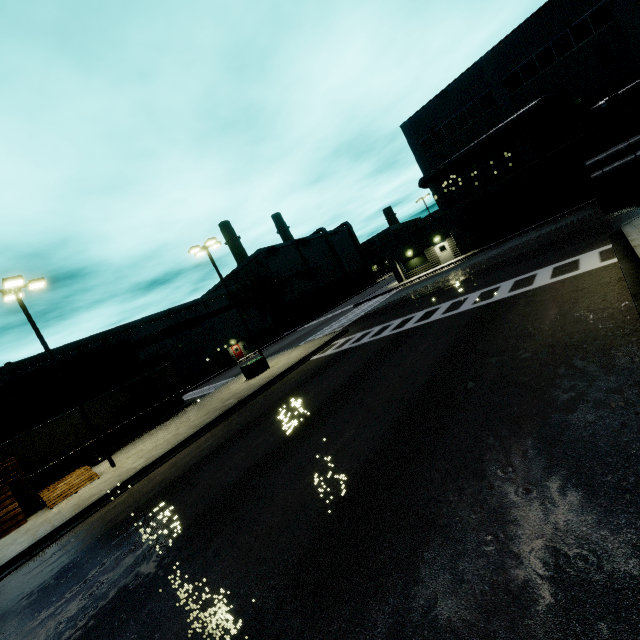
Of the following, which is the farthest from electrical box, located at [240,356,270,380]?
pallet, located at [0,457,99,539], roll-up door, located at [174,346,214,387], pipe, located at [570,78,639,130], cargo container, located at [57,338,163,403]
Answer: pipe, located at [570,78,639,130]

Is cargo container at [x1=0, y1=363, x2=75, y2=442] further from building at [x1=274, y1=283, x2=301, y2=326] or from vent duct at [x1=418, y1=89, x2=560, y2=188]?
vent duct at [x1=418, y1=89, x2=560, y2=188]

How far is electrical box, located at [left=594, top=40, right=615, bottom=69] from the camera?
23.06m

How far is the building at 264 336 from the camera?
52.1 meters

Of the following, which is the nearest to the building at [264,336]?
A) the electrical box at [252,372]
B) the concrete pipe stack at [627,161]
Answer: the concrete pipe stack at [627,161]

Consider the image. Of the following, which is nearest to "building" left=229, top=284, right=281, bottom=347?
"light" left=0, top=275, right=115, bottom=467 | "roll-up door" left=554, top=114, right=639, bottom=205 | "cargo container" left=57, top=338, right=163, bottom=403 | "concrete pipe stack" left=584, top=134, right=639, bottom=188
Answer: "roll-up door" left=554, top=114, right=639, bottom=205

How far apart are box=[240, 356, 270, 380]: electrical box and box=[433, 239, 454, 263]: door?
23.4 meters

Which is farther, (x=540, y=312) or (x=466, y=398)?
(x=540, y=312)
